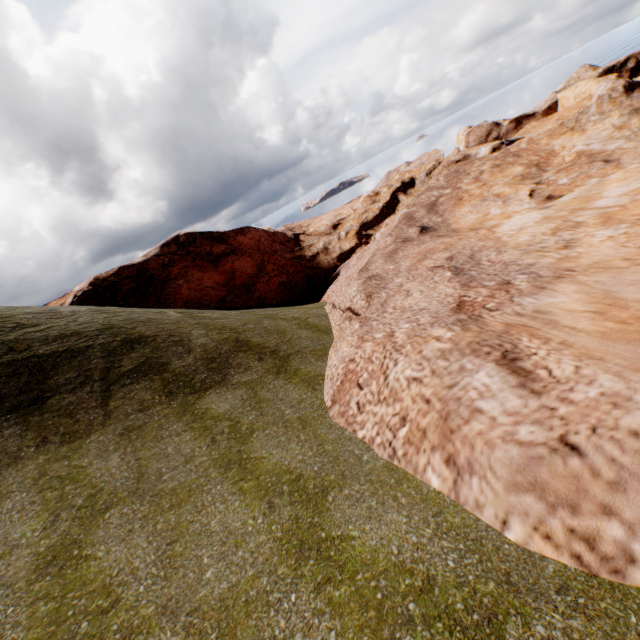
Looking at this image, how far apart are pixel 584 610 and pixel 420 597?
1.5m
